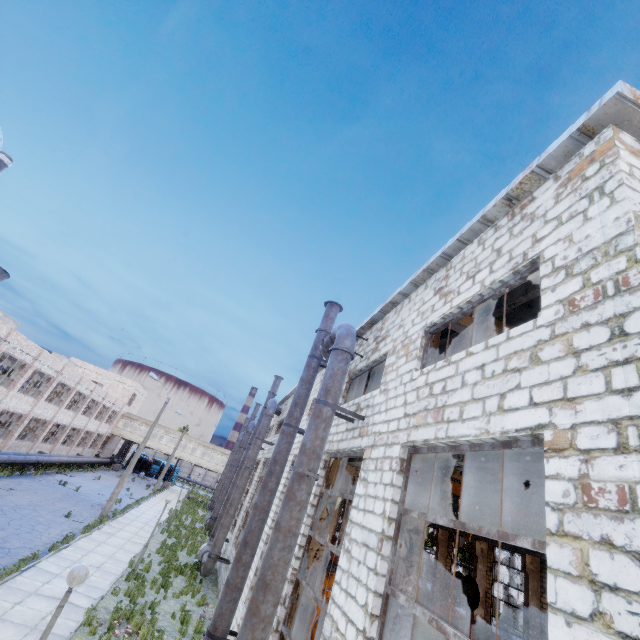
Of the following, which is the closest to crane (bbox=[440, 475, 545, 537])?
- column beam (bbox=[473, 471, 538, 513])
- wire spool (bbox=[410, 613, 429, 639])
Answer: column beam (bbox=[473, 471, 538, 513])

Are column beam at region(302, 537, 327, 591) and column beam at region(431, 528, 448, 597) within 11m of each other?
no

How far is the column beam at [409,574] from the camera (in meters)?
5.54

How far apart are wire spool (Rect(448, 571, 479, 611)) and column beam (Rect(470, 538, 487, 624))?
6.9m

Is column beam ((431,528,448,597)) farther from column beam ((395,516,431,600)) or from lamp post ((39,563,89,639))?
lamp post ((39,563,89,639))

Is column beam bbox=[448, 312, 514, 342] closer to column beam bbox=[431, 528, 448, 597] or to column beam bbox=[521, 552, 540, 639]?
column beam bbox=[521, 552, 540, 639]

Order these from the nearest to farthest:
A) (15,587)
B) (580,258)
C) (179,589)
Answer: (580,258)
(15,587)
(179,589)

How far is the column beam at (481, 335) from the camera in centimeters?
833cm
